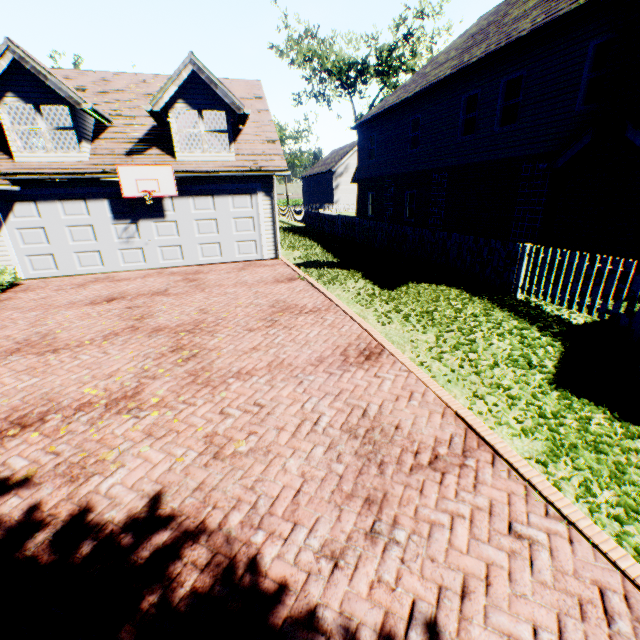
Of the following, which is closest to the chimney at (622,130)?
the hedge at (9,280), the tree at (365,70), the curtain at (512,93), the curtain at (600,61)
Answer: the curtain at (600,61)

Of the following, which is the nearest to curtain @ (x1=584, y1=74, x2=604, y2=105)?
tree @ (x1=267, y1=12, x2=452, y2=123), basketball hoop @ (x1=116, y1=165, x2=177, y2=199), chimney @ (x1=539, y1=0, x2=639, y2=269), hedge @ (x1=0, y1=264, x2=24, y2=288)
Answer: chimney @ (x1=539, y1=0, x2=639, y2=269)

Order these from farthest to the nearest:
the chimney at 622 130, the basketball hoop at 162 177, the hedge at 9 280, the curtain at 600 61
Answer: the basketball hoop at 162 177, the hedge at 9 280, the curtain at 600 61, the chimney at 622 130

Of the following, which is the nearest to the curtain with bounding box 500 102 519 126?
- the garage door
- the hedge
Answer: the garage door

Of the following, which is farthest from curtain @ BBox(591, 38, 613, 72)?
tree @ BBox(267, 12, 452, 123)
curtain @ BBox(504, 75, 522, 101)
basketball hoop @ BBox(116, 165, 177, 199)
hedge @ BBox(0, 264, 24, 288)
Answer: hedge @ BBox(0, 264, 24, 288)

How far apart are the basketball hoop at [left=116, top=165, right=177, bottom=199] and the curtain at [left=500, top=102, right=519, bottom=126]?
11.9m

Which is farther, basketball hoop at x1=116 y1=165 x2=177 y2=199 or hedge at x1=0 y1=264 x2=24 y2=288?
basketball hoop at x1=116 y1=165 x2=177 y2=199

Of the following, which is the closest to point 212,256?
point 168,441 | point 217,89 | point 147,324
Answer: point 217,89
